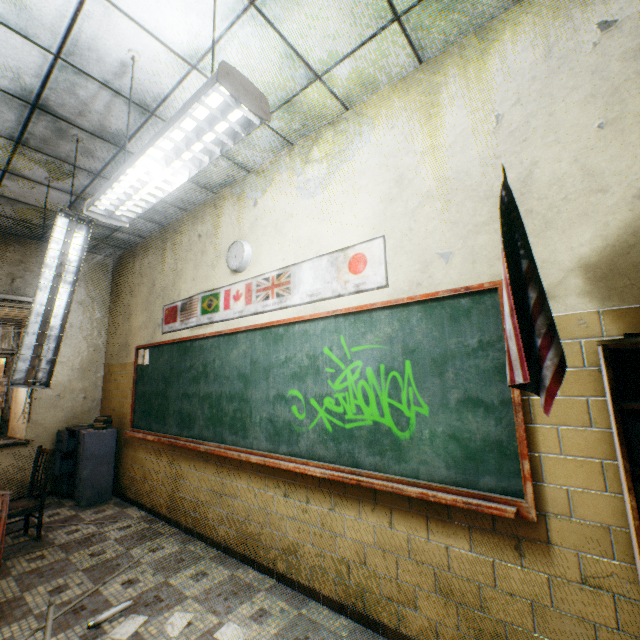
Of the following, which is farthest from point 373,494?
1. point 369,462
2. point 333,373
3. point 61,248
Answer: point 61,248

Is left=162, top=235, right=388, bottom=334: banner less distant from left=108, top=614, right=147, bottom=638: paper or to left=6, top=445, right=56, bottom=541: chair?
left=6, top=445, right=56, bottom=541: chair

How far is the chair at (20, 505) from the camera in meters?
3.4 m

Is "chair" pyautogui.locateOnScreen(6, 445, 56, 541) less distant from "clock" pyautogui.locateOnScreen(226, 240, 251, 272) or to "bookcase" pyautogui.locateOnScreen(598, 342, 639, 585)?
"clock" pyautogui.locateOnScreen(226, 240, 251, 272)

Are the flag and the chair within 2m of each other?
no

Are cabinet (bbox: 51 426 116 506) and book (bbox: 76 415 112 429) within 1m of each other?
yes

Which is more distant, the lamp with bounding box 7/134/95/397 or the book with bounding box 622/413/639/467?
the lamp with bounding box 7/134/95/397

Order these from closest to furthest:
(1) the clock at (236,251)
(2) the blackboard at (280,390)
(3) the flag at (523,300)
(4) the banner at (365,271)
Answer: (3) the flag at (523,300)
(2) the blackboard at (280,390)
(4) the banner at (365,271)
(1) the clock at (236,251)
